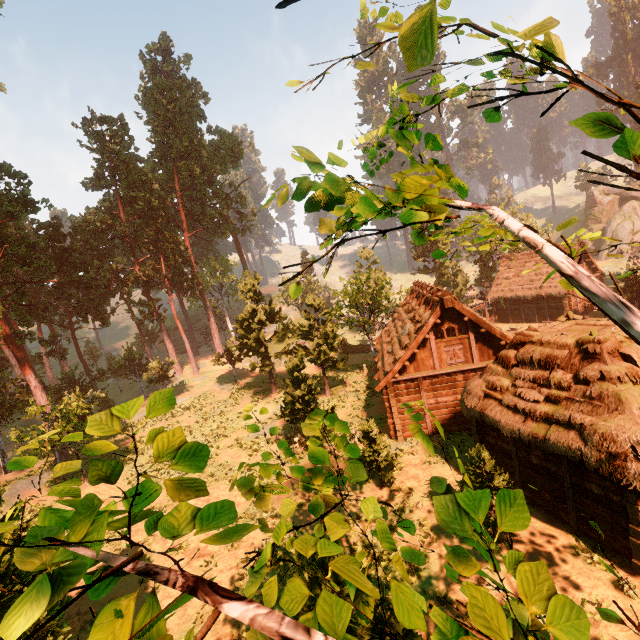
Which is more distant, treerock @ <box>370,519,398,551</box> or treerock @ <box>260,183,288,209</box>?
treerock @ <box>260,183,288,209</box>

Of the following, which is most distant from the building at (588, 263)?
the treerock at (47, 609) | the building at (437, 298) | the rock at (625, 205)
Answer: the rock at (625, 205)

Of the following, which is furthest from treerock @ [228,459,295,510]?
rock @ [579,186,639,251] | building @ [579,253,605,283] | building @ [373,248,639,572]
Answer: rock @ [579,186,639,251]

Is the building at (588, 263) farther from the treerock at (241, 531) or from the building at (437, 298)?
the building at (437, 298)

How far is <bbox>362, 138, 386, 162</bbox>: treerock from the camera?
4.97m

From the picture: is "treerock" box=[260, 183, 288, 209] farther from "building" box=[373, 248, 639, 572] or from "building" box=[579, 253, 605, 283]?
"building" box=[579, 253, 605, 283]

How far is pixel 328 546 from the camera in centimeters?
224cm
